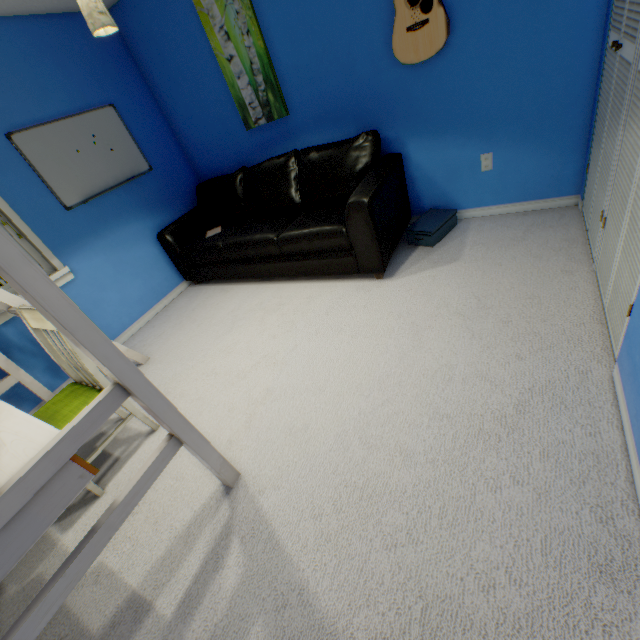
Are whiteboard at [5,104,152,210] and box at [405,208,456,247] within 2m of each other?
no

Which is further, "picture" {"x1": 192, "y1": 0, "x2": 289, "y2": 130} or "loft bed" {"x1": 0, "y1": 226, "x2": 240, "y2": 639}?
"picture" {"x1": 192, "y1": 0, "x2": 289, "y2": 130}

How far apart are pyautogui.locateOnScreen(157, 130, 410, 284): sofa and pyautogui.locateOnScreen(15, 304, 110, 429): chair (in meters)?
1.57

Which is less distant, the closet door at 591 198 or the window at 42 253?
the closet door at 591 198

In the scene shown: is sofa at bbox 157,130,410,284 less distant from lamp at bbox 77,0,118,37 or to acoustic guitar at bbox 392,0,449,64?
acoustic guitar at bbox 392,0,449,64

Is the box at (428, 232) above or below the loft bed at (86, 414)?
below

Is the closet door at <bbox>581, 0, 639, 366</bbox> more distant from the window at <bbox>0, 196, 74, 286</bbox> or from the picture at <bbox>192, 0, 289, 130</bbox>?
the window at <bbox>0, 196, 74, 286</bbox>

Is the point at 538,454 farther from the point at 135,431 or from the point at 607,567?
the point at 135,431
